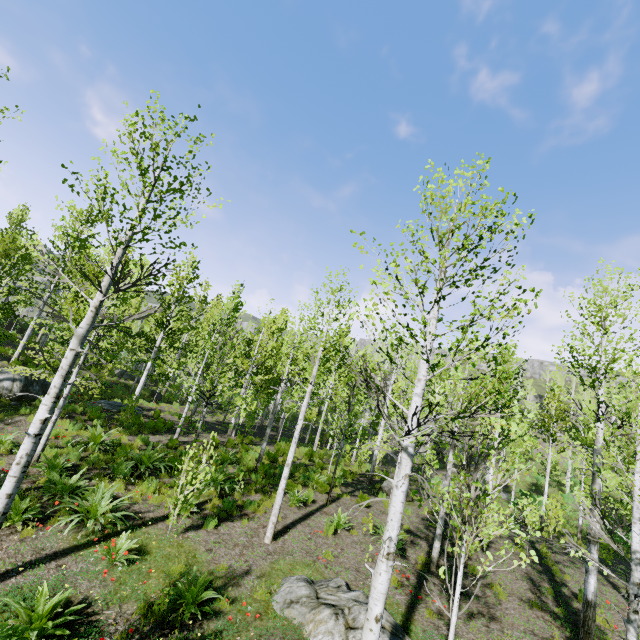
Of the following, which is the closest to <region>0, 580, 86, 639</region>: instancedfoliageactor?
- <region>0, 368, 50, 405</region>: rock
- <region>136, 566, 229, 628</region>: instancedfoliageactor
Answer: <region>0, 368, 50, 405</region>: rock

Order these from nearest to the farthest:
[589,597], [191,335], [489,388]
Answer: [589,597]
[489,388]
[191,335]

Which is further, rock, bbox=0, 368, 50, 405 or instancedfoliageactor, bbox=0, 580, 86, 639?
rock, bbox=0, 368, 50, 405

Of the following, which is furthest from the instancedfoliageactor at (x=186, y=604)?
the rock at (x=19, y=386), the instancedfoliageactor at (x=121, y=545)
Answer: the rock at (x=19, y=386)

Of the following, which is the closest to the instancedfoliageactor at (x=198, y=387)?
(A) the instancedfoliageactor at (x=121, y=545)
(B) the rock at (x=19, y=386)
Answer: (B) the rock at (x=19, y=386)

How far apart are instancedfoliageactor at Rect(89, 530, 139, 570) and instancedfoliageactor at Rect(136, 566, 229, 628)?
1.1m

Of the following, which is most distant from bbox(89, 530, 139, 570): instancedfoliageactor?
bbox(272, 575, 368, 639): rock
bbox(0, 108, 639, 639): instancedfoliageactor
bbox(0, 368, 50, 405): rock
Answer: bbox(0, 368, 50, 405): rock

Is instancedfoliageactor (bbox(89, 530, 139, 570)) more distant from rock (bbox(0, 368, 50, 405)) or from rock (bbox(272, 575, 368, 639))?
rock (bbox(0, 368, 50, 405))
